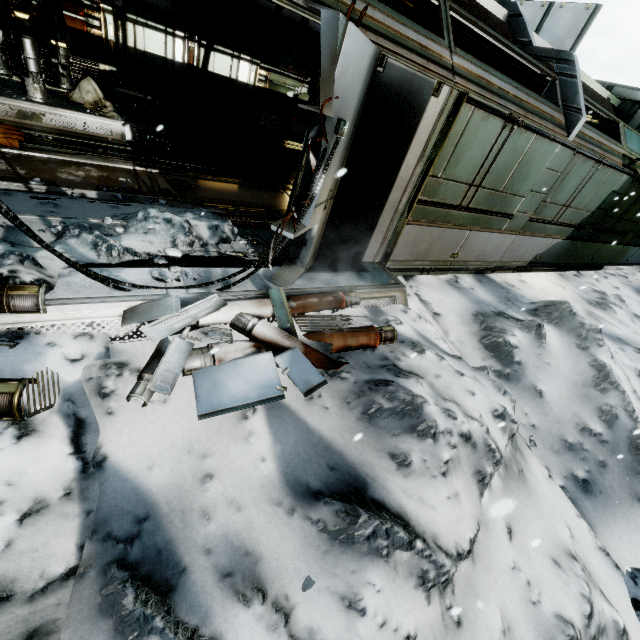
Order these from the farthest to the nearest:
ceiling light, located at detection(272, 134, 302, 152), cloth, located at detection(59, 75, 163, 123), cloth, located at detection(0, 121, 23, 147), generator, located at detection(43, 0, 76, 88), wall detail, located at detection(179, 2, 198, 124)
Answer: ceiling light, located at detection(272, 134, 302, 152) < wall detail, located at detection(179, 2, 198, 124) < cloth, located at detection(59, 75, 163, 123) < generator, located at detection(43, 0, 76, 88) < cloth, located at detection(0, 121, 23, 147)

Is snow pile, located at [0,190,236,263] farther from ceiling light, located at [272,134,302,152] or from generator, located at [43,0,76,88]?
ceiling light, located at [272,134,302,152]

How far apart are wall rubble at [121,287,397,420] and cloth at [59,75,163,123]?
7.3m

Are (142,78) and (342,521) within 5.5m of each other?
no

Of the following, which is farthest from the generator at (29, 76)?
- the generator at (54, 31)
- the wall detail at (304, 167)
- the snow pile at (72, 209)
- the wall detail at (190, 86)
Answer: the wall detail at (304, 167)

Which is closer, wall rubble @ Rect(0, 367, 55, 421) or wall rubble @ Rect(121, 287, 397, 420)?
wall rubble @ Rect(0, 367, 55, 421)

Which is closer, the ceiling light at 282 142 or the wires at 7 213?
the wires at 7 213

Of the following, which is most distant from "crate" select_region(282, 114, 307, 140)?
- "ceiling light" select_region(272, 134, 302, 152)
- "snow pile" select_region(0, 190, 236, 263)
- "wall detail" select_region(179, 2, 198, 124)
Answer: "snow pile" select_region(0, 190, 236, 263)
